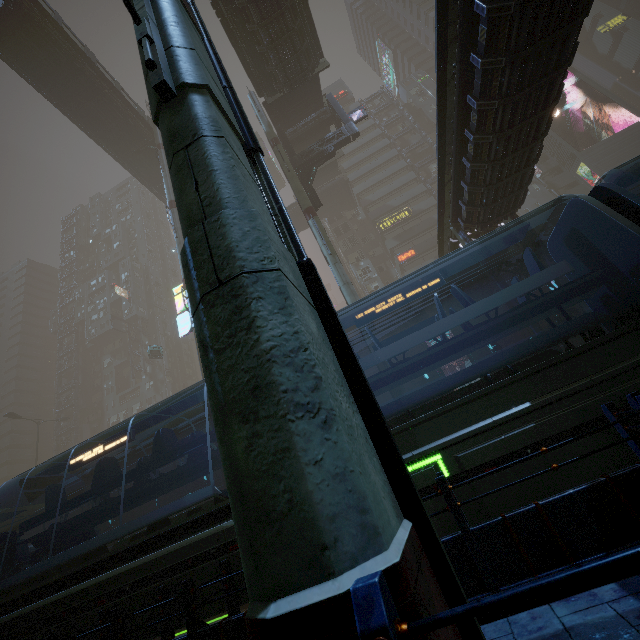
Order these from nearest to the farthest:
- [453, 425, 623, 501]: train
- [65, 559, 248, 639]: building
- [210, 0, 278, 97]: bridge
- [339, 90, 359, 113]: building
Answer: [65, 559, 248, 639]: building, [453, 425, 623, 501]: train, [210, 0, 278, 97]: bridge, [339, 90, 359, 113]: building

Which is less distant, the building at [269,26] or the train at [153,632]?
the train at [153,632]

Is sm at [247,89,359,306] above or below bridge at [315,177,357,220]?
below

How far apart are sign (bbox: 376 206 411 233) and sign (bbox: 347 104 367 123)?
20.0 meters

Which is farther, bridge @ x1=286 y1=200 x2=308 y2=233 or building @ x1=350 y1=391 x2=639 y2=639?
bridge @ x1=286 y1=200 x2=308 y2=233

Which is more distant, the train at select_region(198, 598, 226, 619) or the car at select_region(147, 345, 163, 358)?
the car at select_region(147, 345, 163, 358)

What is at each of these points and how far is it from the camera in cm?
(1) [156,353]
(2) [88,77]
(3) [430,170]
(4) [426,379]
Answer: (1) car, 3938
(2) bridge, 2984
(3) building, 5147
(4) building, 2858

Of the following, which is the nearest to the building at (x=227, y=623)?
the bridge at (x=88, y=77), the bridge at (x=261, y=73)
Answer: the bridge at (x=261, y=73)
